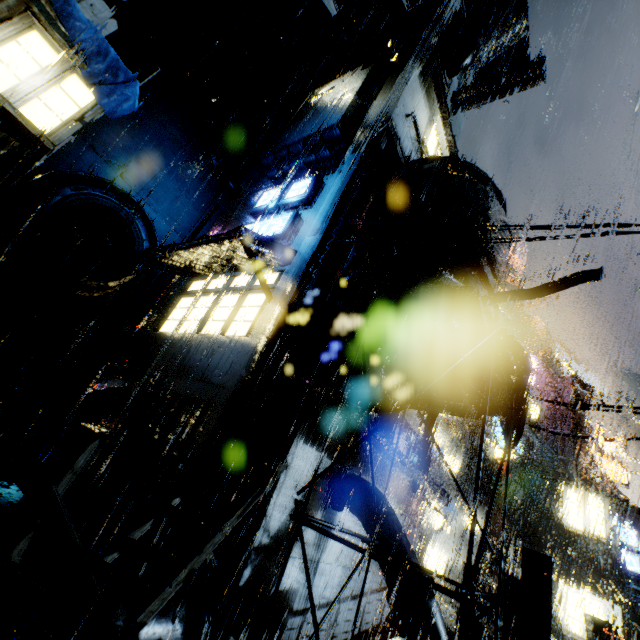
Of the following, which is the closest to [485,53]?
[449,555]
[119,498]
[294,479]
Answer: [294,479]

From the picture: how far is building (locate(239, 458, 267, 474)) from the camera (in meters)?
7.57

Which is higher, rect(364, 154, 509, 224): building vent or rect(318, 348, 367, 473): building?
rect(364, 154, 509, 224): building vent

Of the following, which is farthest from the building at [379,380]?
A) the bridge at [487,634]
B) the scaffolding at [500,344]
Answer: the scaffolding at [500,344]

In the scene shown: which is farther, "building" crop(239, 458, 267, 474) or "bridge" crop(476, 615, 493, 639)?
"bridge" crop(476, 615, 493, 639)

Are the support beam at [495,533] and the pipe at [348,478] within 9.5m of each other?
no

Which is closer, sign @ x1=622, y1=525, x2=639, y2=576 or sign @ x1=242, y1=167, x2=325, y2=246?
sign @ x1=242, y1=167, x2=325, y2=246

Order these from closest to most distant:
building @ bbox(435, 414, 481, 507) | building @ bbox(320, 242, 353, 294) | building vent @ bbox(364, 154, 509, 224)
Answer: building vent @ bbox(364, 154, 509, 224), building @ bbox(320, 242, 353, 294), building @ bbox(435, 414, 481, 507)
